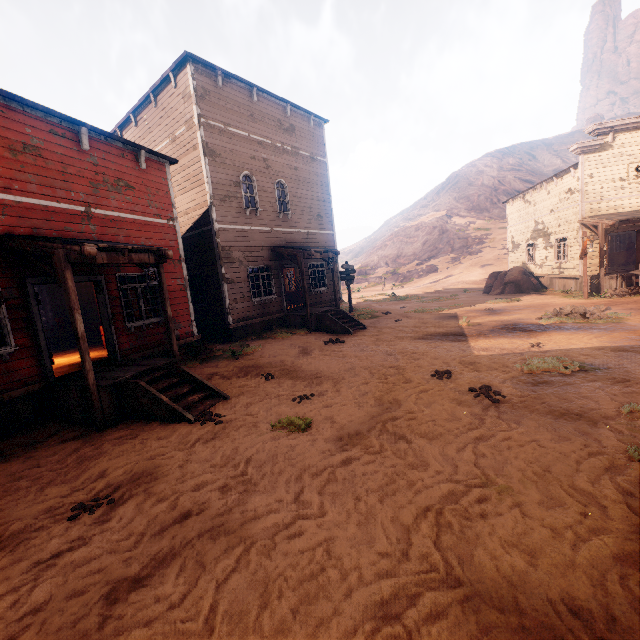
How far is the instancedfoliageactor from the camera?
21.5 meters

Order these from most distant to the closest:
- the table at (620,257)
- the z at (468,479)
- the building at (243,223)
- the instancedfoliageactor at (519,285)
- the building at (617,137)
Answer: the table at (620,257), the instancedfoliageactor at (519,285), the building at (617,137), the building at (243,223), the z at (468,479)

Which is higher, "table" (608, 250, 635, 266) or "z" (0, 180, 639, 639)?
"table" (608, 250, 635, 266)

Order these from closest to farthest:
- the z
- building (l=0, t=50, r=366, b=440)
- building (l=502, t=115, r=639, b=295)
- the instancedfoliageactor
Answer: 1. the z
2. building (l=0, t=50, r=366, b=440)
3. building (l=502, t=115, r=639, b=295)
4. the instancedfoliageactor

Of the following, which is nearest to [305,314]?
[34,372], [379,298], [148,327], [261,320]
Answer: [261,320]

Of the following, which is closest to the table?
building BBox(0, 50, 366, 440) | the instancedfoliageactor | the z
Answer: building BBox(0, 50, 366, 440)

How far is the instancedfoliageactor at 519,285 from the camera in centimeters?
2153cm

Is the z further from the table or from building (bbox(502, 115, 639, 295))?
the table
